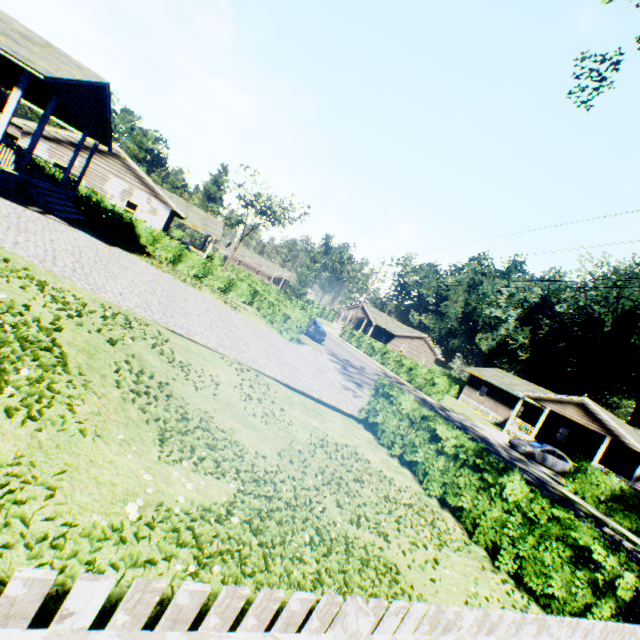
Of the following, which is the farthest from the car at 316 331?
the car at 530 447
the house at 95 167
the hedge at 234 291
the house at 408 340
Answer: the house at 408 340

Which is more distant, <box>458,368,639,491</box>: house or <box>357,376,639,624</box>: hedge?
<box>458,368,639,491</box>: house

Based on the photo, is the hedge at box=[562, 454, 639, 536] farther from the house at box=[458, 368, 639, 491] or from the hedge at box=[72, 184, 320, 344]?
the hedge at box=[72, 184, 320, 344]

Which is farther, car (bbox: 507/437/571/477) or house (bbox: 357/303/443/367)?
house (bbox: 357/303/443/367)

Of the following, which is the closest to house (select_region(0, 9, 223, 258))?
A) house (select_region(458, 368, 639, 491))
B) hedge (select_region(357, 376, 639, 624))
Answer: hedge (select_region(357, 376, 639, 624))

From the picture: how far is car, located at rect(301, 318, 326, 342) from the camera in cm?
2736

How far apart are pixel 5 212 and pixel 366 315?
45.97m

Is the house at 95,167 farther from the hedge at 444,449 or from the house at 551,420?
the house at 551,420
